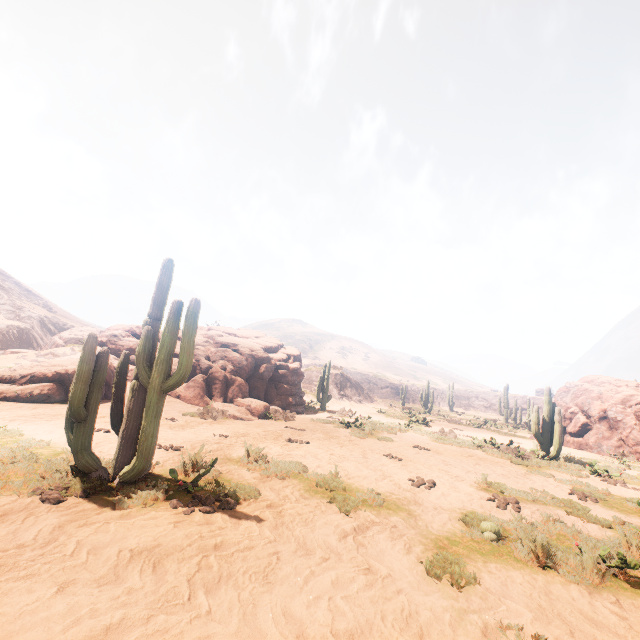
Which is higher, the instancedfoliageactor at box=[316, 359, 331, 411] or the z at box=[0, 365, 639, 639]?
the instancedfoliageactor at box=[316, 359, 331, 411]

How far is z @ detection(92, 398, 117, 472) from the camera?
6.26m

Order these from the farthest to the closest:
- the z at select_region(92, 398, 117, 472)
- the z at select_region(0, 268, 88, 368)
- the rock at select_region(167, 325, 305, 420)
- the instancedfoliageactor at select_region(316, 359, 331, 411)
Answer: the instancedfoliageactor at select_region(316, 359, 331, 411), the z at select_region(0, 268, 88, 368), the rock at select_region(167, 325, 305, 420), the z at select_region(92, 398, 117, 472)

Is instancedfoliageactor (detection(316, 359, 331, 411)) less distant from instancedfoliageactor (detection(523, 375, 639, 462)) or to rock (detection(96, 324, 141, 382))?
rock (detection(96, 324, 141, 382))

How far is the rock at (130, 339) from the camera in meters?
16.5 m

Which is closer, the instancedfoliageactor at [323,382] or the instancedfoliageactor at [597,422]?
the instancedfoliageactor at [597,422]

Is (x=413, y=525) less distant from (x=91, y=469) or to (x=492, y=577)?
(x=492, y=577)

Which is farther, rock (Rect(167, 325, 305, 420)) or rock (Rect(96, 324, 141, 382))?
rock (Rect(96, 324, 141, 382))
